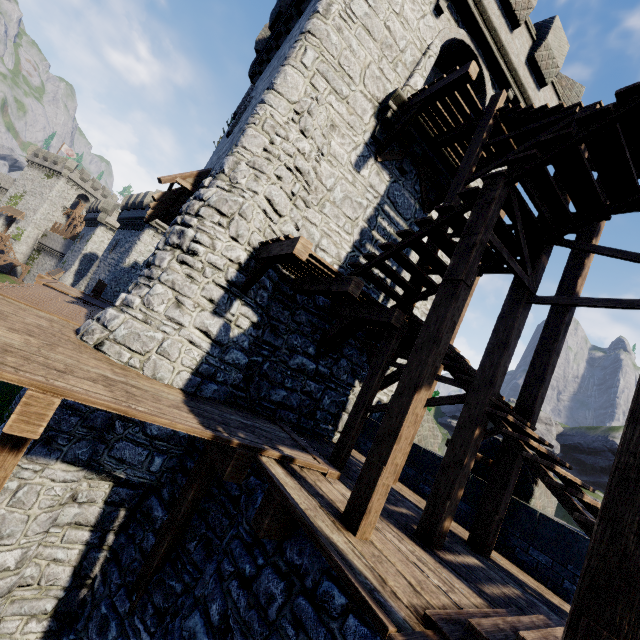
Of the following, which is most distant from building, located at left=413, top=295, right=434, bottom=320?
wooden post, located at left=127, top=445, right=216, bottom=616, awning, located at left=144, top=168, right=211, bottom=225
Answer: wooden post, located at left=127, top=445, right=216, bottom=616

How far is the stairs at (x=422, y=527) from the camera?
4.6 meters

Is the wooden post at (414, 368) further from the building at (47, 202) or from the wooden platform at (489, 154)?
the building at (47, 202)

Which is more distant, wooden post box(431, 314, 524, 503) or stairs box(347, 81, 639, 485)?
wooden post box(431, 314, 524, 503)

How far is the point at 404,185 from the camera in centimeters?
998cm

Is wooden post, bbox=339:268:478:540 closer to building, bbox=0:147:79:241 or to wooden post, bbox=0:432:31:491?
wooden post, bbox=0:432:31:491

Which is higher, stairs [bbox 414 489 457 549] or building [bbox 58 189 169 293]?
building [bbox 58 189 169 293]

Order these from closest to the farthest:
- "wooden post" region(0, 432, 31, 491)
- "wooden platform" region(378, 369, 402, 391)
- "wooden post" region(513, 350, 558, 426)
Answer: "wooden post" region(0, 432, 31, 491) → "wooden post" region(513, 350, 558, 426) → "wooden platform" region(378, 369, 402, 391)
